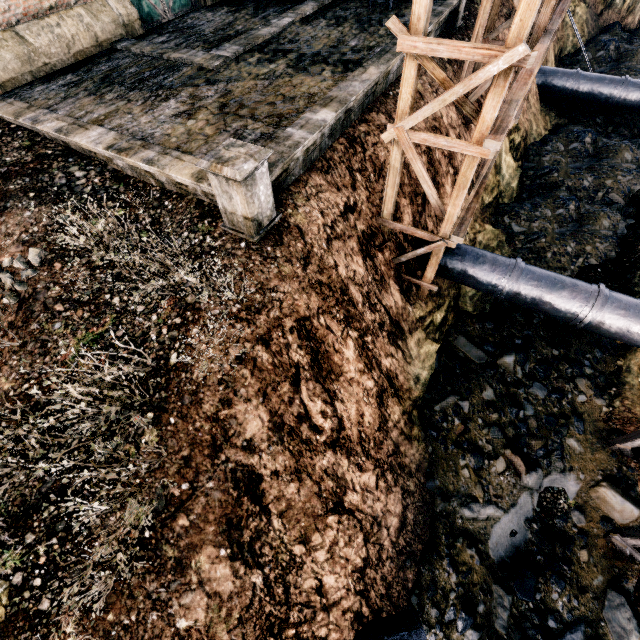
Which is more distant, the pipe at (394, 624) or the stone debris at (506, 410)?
the stone debris at (506, 410)

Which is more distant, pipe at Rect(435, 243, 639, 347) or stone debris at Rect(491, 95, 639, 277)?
stone debris at Rect(491, 95, 639, 277)

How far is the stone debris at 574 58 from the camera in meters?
27.0

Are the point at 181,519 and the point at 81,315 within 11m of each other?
yes

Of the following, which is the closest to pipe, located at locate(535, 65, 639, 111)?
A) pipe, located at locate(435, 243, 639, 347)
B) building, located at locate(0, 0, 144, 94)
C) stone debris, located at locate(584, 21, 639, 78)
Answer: stone debris, located at locate(584, 21, 639, 78)

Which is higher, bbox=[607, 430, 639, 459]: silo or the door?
the door

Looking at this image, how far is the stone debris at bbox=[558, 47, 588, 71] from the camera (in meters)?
26.98

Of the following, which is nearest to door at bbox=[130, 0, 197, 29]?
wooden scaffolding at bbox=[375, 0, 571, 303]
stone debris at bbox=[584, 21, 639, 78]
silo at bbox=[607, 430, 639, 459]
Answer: wooden scaffolding at bbox=[375, 0, 571, 303]
